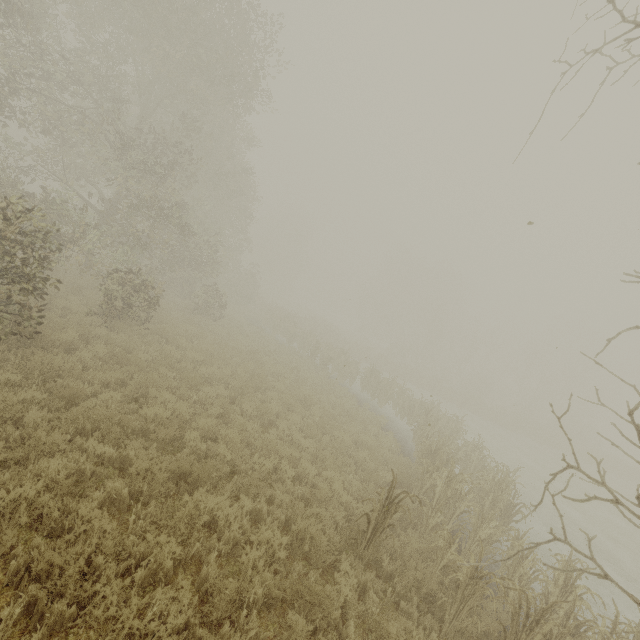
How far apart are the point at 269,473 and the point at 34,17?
21.11m
